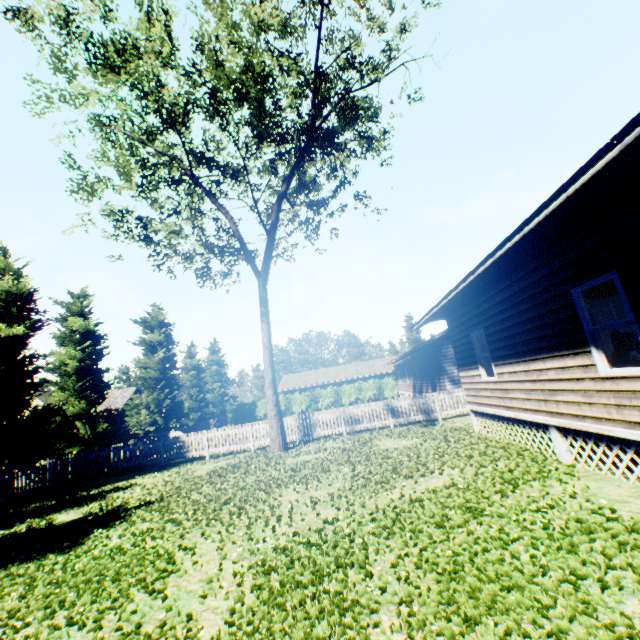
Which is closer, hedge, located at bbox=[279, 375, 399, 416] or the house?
the house

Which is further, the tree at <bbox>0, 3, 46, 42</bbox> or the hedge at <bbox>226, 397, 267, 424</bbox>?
the hedge at <bbox>226, 397, 267, 424</bbox>

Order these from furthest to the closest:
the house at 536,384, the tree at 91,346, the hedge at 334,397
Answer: the hedge at 334,397 → the tree at 91,346 → the house at 536,384

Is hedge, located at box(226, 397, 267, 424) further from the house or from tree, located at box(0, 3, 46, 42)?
the house

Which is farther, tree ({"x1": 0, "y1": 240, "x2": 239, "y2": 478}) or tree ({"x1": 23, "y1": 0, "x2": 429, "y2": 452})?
tree ({"x1": 0, "y1": 240, "x2": 239, "y2": 478})

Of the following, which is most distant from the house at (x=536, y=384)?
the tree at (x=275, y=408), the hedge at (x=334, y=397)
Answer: the hedge at (x=334, y=397)

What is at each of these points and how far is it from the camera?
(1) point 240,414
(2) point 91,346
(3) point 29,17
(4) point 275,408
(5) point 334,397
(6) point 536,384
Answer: (1) hedge, 42.3m
(2) tree, 22.5m
(3) tree, 10.9m
(4) tree, 15.4m
(5) hedge, 41.7m
(6) house, 7.5m
